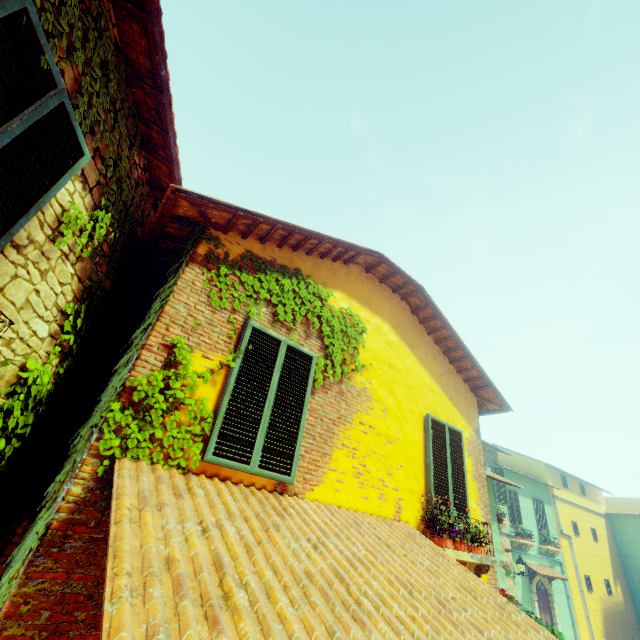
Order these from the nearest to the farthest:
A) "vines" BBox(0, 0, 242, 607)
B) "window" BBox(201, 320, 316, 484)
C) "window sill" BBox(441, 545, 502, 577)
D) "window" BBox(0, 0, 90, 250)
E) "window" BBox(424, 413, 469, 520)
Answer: "window" BBox(0, 0, 90, 250) → "vines" BBox(0, 0, 242, 607) → "window" BBox(201, 320, 316, 484) → "window sill" BBox(441, 545, 502, 577) → "window" BBox(424, 413, 469, 520)

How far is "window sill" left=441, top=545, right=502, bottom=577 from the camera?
4.4m

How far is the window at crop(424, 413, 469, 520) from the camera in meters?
5.2 m

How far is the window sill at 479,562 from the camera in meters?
4.4 m

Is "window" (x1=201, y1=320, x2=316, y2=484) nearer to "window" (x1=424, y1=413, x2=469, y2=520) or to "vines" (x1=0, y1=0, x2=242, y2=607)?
"vines" (x1=0, y1=0, x2=242, y2=607)

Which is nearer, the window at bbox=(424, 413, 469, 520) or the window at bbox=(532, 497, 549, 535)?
the window at bbox=(424, 413, 469, 520)

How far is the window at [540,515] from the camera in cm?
1686

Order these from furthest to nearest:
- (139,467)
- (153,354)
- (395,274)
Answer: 1. (395,274)
2. (153,354)
3. (139,467)
